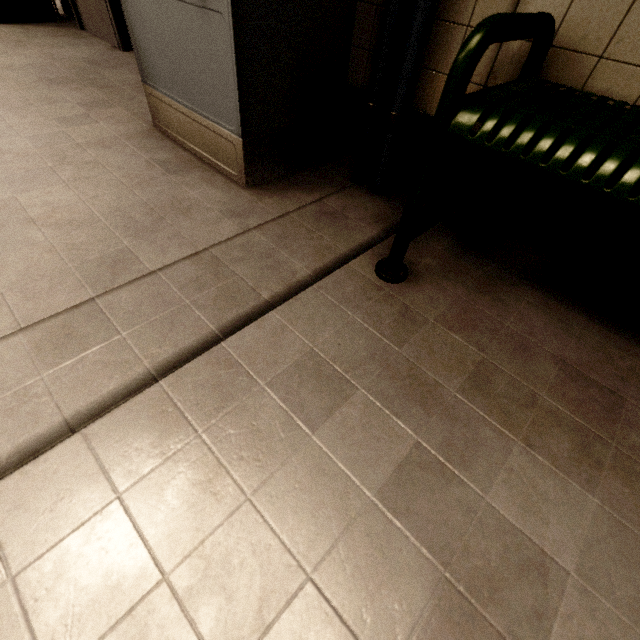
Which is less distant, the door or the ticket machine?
the ticket machine

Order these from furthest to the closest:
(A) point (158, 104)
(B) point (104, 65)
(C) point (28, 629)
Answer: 1. (B) point (104, 65)
2. (A) point (158, 104)
3. (C) point (28, 629)

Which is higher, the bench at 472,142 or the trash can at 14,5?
the bench at 472,142

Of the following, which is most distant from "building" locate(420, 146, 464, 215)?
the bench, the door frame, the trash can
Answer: the trash can

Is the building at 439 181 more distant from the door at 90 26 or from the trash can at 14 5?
the trash can at 14 5

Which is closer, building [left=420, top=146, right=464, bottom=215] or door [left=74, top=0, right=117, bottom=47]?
building [left=420, top=146, right=464, bottom=215]

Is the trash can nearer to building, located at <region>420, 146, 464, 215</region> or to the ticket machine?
the ticket machine

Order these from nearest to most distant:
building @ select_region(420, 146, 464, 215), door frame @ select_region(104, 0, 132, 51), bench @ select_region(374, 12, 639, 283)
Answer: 1. bench @ select_region(374, 12, 639, 283)
2. building @ select_region(420, 146, 464, 215)
3. door frame @ select_region(104, 0, 132, 51)
